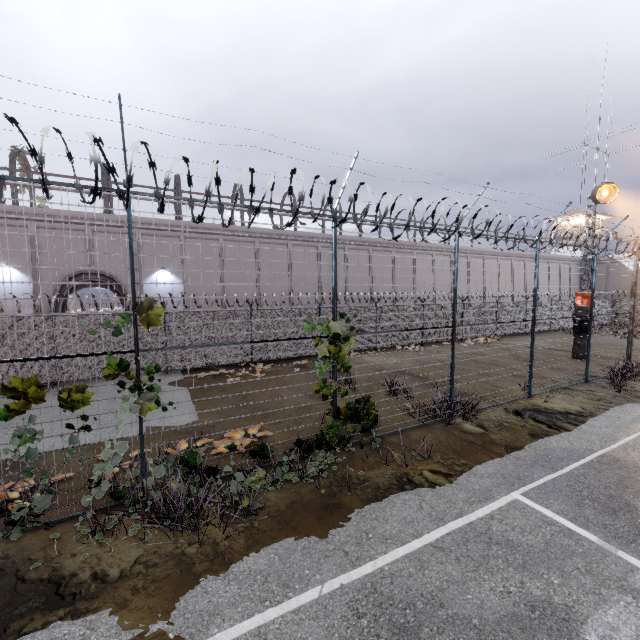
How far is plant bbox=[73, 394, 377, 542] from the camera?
5.1 meters

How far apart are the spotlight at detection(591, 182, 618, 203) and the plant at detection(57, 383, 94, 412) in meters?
22.3 m

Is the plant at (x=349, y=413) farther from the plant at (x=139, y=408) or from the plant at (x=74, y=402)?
the plant at (x=74, y=402)

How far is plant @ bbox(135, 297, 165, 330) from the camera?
5.5m

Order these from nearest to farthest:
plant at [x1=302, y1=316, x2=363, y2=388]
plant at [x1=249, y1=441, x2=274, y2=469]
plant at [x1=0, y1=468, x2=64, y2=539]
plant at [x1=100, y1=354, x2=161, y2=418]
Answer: plant at [x1=0, y1=468, x2=64, y2=539] → plant at [x1=100, y1=354, x2=161, y2=418] → plant at [x1=249, y1=441, x2=274, y2=469] → plant at [x1=302, y1=316, x2=363, y2=388]

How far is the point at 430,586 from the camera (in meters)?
4.11

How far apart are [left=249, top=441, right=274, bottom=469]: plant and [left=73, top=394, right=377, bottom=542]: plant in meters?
0.1 m

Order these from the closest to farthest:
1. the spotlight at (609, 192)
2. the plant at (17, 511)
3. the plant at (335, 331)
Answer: the plant at (17, 511) < the plant at (335, 331) < the spotlight at (609, 192)
